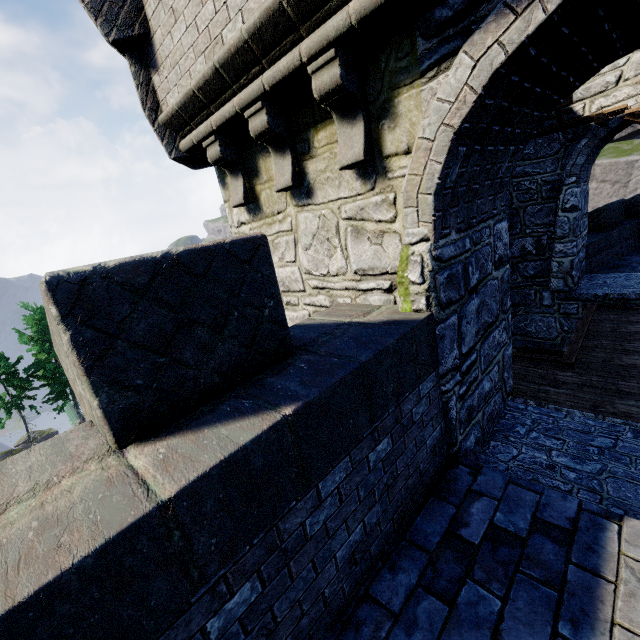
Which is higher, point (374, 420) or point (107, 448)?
point (107, 448)
